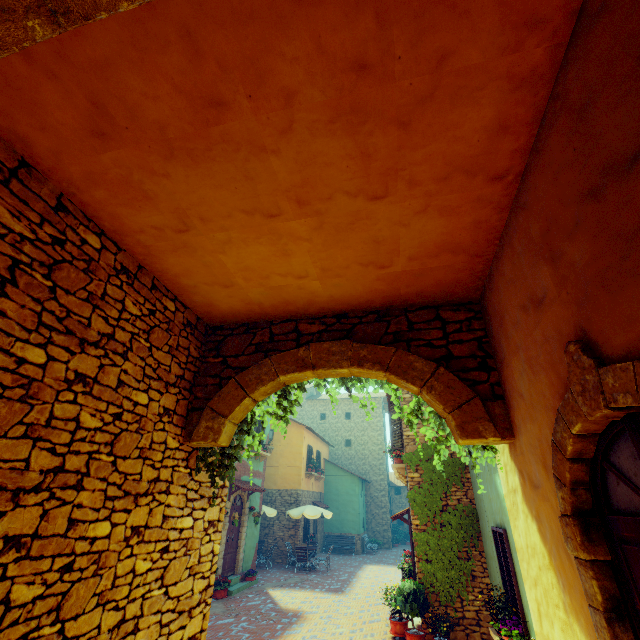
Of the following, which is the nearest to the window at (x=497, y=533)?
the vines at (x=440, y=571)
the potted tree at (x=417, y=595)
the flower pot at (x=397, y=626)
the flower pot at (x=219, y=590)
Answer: the vines at (x=440, y=571)

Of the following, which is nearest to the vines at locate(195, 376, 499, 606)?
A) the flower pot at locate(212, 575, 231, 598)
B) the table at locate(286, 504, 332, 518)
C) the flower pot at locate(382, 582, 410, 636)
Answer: Answer: the flower pot at locate(382, 582, 410, 636)

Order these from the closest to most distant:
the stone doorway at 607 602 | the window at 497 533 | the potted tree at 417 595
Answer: the stone doorway at 607 602, the window at 497 533, the potted tree at 417 595

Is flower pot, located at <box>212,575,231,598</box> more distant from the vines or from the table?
the vines

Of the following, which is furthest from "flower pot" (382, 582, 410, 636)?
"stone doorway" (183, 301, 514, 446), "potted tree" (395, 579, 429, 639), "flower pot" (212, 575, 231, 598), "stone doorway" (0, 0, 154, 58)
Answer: "stone doorway" (0, 0, 154, 58)

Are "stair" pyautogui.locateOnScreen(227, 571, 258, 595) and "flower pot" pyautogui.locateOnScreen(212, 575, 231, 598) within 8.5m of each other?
yes

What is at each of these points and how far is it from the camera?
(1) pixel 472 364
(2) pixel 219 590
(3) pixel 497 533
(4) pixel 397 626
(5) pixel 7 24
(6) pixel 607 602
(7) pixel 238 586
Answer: (1) stone doorway, 3.90m
(2) flower pot, 11.09m
(3) window, 6.97m
(4) flower pot, 8.50m
(5) stone doorway, 1.17m
(6) stone doorway, 2.03m
(7) stair, 12.06m

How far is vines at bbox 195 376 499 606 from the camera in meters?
4.0
